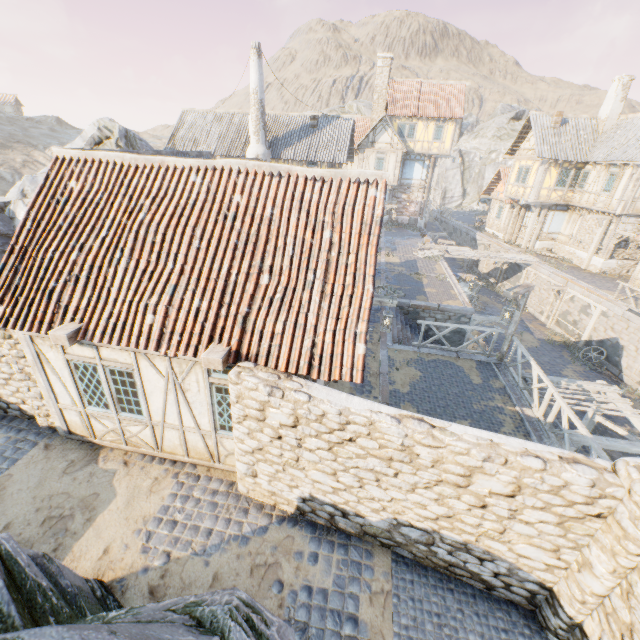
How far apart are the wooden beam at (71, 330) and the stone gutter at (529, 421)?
10.37m

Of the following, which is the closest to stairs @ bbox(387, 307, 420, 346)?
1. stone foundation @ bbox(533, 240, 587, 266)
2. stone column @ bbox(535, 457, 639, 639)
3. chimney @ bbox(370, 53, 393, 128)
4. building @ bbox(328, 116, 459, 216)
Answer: stone column @ bbox(535, 457, 639, 639)

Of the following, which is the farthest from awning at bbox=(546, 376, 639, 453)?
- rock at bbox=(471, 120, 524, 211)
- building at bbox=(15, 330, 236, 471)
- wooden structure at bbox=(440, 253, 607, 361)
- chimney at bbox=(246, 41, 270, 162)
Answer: chimney at bbox=(246, 41, 270, 162)

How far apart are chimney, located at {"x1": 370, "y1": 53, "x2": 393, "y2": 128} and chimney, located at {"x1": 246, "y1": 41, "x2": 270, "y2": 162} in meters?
14.4

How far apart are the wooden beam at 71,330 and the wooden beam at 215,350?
2.6 meters

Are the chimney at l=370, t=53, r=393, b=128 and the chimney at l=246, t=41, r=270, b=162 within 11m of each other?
no

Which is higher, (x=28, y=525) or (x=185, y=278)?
(x=185, y=278)

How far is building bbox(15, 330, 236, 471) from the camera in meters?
6.1 m
